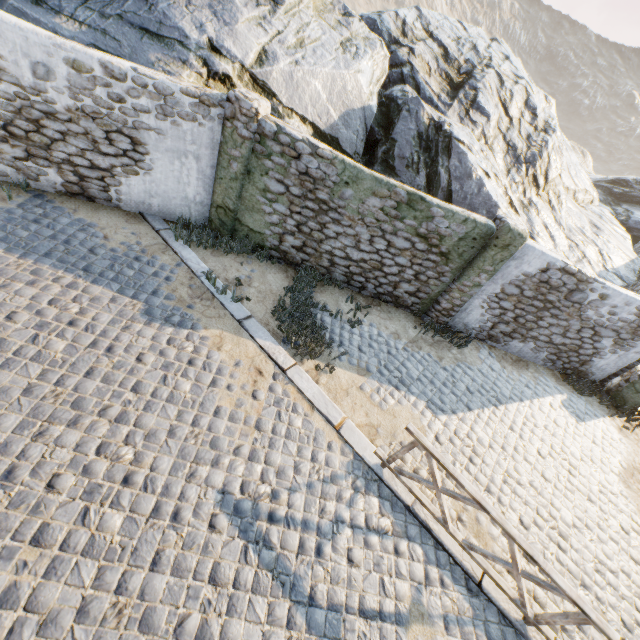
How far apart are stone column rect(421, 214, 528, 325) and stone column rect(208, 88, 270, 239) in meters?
5.5

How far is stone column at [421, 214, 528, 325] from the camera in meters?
7.2

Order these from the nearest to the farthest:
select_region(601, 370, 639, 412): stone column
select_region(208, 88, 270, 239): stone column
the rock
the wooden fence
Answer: the wooden fence < select_region(208, 88, 270, 239): stone column < the rock < select_region(601, 370, 639, 412): stone column

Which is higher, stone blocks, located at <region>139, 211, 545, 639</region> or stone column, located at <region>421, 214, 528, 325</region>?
→ stone column, located at <region>421, 214, 528, 325</region>

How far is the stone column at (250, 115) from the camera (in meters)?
6.20

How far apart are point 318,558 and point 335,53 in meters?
11.0 m

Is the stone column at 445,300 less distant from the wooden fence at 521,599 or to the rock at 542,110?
→ the rock at 542,110

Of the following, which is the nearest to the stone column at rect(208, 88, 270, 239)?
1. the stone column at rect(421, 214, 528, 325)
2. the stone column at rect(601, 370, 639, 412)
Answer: the stone column at rect(421, 214, 528, 325)
